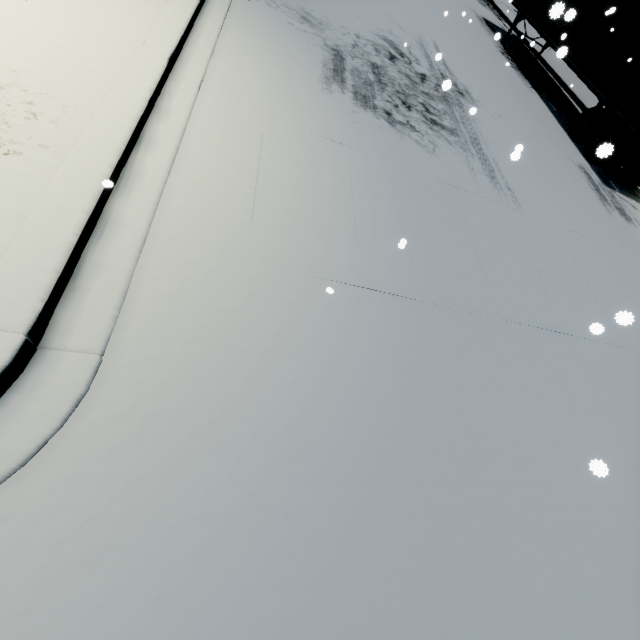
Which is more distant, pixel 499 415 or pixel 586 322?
pixel 586 322
